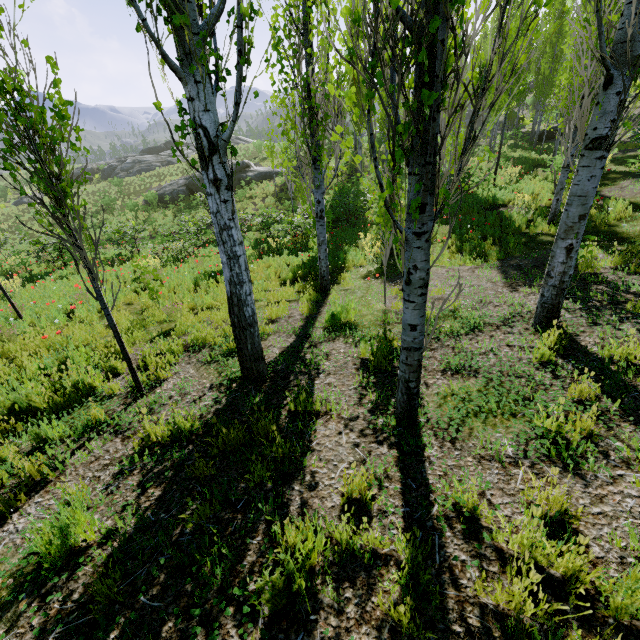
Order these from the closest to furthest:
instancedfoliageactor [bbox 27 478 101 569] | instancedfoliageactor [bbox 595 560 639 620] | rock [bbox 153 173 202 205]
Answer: instancedfoliageactor [bbox 595 560 639 620]
instancedfoliageactor [bbox 27 478 101 569]
rock [bbox 153 173 202 205]

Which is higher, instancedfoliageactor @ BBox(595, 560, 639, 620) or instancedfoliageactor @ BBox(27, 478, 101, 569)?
instancedfoliageactor @ BBox(595, 560, 639, 620)

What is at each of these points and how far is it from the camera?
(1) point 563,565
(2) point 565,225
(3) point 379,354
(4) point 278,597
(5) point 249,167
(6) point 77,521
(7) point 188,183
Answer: (1) instancedfoliageactor, 1.82m
(2) instancedfoliageactor, 3.93m
(3) instancedfoliageactor, 4.39m
(4) instancedfoliageactor, 1.87m
(5) rock, 29.09m
(6) instancedfoliageactor, 2.39m
(7) rock, 27.70m

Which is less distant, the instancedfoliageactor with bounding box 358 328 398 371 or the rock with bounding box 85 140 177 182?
the instancedfoliageactor with bounding box 358 328 398 371

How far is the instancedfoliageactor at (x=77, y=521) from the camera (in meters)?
2.23

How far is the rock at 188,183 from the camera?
27.4m

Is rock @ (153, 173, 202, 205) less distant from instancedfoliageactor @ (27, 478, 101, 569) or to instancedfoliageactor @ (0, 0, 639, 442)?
instancedfoliageactor @ (0, 0, 639, 442)

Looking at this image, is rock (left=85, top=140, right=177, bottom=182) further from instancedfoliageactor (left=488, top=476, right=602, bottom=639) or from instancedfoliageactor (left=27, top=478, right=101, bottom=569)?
instancedfoliageactor (left=27, top=478, right=101, bottom=569)
